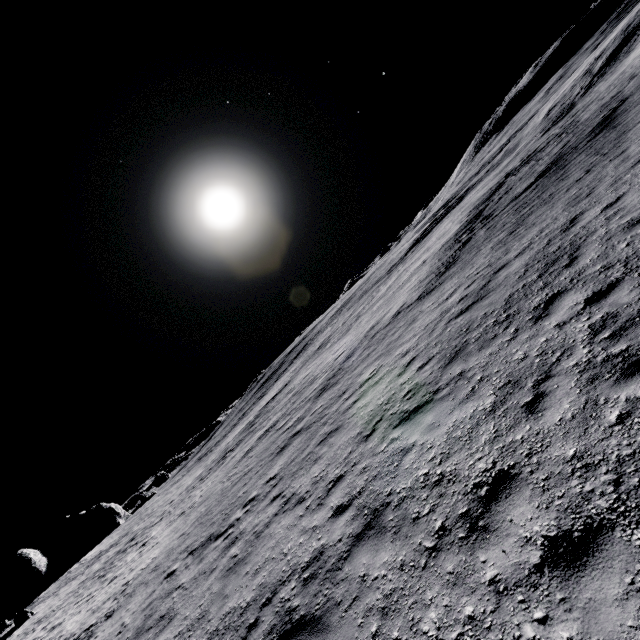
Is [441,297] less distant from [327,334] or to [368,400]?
[368,400]
